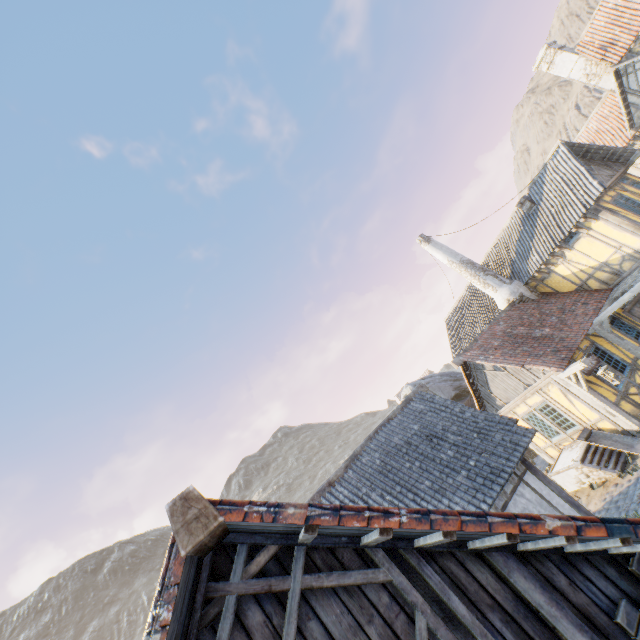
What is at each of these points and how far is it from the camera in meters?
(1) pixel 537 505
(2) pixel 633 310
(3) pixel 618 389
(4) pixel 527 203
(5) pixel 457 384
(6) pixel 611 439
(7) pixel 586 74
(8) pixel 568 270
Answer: (1) building, 8.3 m
(2) door, 13.6 m
(3) building, 11.4 m
(4) chimney, 16.8 m
(5) rock, 20.4 m
(6) washtub, 10.8 m
(7) chimney, 20.5 m
(8) building, 15.3 m

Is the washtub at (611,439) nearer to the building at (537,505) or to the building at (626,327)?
the building at (537,505)

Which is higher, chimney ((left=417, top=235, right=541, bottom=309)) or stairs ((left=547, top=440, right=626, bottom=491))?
chimney ((left=417, top=235, right=541, bottom=309))

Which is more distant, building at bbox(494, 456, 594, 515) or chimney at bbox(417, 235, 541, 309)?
chimney at bbox(417, 235, 541, 309)

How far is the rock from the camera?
19.78m

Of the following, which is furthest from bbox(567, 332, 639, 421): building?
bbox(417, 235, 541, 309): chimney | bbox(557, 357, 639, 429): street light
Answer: bbox(417, 235, 541, 309): chimney

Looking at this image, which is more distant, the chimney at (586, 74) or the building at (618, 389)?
A: the chimney at (586, 74)

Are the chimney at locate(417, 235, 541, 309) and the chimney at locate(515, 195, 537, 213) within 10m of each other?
yes
